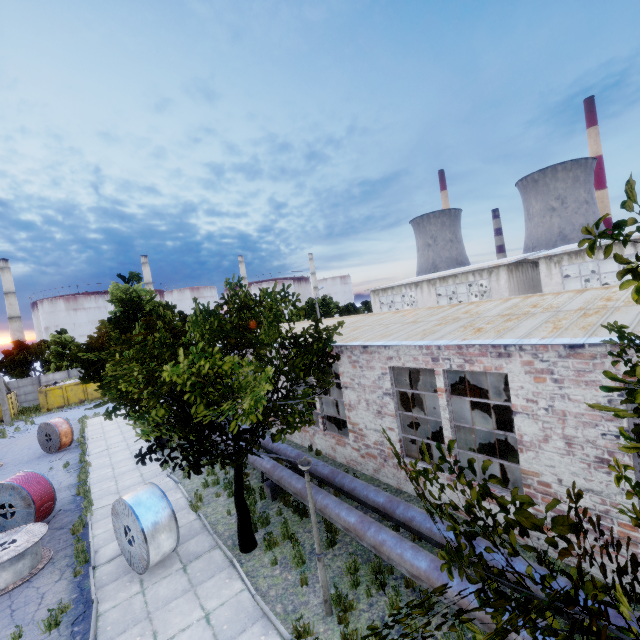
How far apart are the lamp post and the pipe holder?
4.7m

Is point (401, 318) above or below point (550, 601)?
above

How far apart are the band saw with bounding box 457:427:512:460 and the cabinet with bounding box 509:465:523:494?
0.8 meters

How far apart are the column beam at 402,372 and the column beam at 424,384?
5.32m

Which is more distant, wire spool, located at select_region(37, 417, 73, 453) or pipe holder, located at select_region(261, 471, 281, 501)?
wire spool, located at select_region(37, 417, 73, 453)

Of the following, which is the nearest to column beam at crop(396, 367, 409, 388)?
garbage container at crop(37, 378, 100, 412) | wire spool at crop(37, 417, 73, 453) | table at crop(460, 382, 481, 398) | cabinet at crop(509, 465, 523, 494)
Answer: table at crop(460, 382, 481, 398)

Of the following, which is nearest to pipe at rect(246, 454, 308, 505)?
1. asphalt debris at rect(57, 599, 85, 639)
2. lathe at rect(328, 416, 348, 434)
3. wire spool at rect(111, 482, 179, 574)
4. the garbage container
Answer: wire spool at rect(111, 482, 179, 574)

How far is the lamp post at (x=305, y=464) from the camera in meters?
6.7 m
